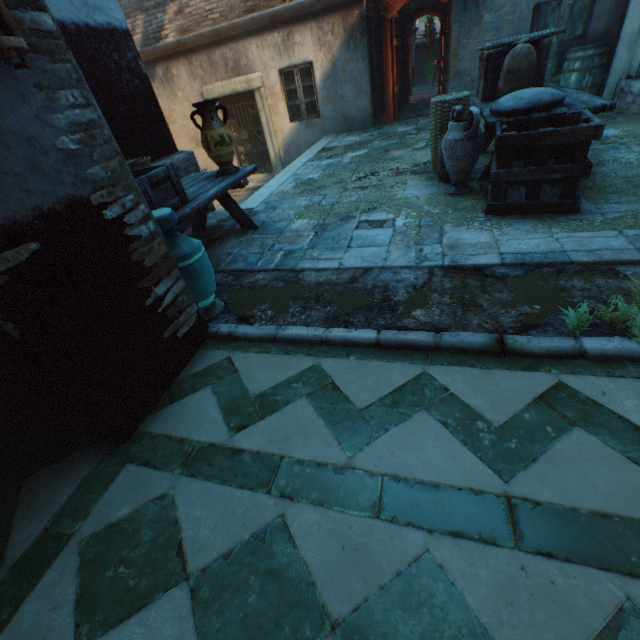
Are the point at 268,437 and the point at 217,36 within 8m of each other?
no

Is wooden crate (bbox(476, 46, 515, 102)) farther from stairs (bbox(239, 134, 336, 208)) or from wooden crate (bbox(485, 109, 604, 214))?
stairs (bbox(239, 134, 336, 208))

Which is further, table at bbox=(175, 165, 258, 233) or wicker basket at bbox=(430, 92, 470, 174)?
wicker basket at bbox=(430, 92, 470, 174)

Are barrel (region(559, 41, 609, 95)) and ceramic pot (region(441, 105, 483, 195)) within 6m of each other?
yes

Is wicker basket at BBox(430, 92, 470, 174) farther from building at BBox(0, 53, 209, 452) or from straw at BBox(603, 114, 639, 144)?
building at BBox(0, 53, 209, 452)

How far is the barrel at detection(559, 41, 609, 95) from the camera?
6.0 meters

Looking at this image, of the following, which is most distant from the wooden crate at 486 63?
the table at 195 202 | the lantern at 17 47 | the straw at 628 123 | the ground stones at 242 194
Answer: the ground stones at 242 194

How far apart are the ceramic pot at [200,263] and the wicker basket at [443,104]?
3.6 meters
